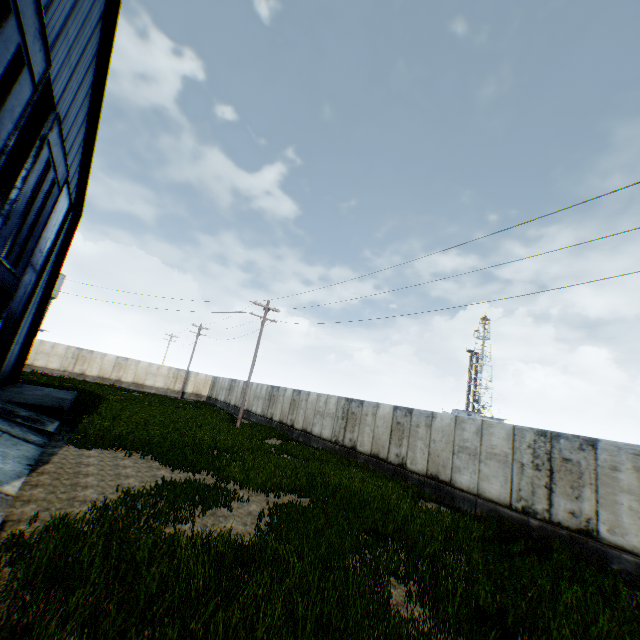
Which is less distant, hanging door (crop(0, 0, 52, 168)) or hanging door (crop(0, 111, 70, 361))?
hanging door (crop(0, 0, 52, 168))

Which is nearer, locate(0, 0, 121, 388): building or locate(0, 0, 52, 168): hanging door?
locate(0, 0, 52, 168): hanging door

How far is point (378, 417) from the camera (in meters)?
17.94

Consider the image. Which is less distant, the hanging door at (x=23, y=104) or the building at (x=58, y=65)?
the hanging door at (x=23, y=104)

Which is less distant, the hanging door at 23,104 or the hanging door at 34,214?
the hanging door at 23,104
